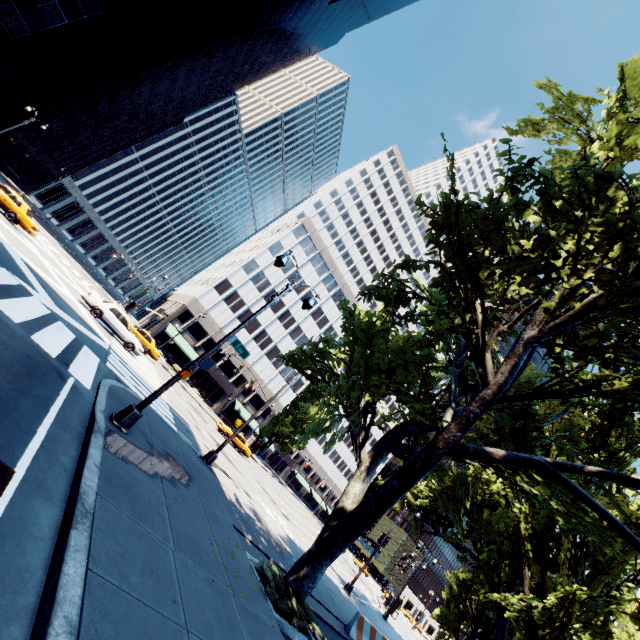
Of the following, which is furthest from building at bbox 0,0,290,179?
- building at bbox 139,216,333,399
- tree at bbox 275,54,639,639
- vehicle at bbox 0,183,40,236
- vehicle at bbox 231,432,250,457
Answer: tree at bbox 275,54,639,639

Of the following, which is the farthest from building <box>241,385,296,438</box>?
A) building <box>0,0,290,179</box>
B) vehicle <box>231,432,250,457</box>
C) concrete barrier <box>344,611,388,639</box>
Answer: concrete barrier <box>344,611,388,639</box>

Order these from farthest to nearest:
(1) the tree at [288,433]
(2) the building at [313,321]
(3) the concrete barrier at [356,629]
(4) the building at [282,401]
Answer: (1) the tree at [288,433]
(4) the building at [282,401]
(2) the building at [313,321]
(3) the concrete barrier at [356,629]

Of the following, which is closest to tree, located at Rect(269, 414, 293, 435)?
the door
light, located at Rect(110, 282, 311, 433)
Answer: light, located at Rect(110, 282, 311, 433)

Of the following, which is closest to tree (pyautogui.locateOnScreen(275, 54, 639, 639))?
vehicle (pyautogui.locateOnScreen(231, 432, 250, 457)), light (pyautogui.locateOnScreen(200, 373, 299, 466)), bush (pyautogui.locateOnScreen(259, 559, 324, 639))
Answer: bush (pyautogui.locateOnScreen(259, 559, 324, 639))

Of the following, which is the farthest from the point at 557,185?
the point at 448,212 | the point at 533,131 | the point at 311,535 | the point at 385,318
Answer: the point at 311,535

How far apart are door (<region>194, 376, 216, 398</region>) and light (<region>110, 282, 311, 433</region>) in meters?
42.9

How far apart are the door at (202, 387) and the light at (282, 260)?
43.6 meters
